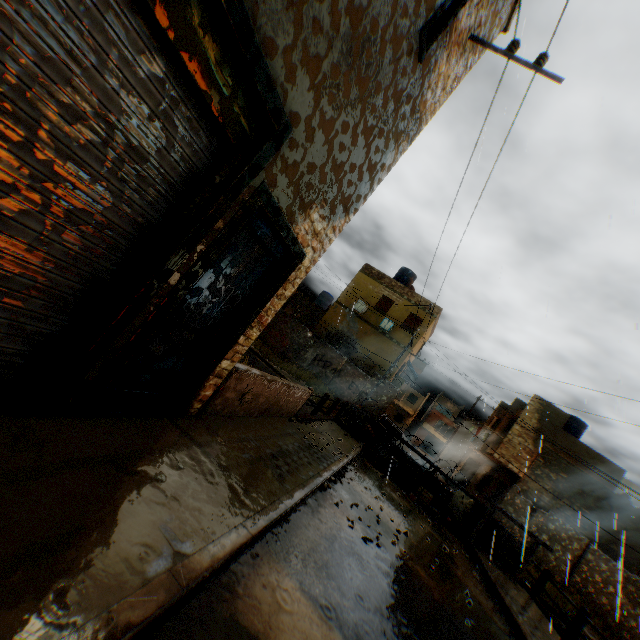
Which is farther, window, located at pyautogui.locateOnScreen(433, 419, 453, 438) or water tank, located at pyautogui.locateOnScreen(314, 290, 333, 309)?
window, located at pyautogui.locateOnScreen(433, 419, 453, 438)

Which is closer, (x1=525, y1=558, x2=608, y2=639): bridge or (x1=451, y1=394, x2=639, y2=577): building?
(x1=525, y1=558, x2=608, y2=639): bridge

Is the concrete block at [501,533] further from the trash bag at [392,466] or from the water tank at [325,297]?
the water tank at [325,297]

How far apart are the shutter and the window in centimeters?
4784cm

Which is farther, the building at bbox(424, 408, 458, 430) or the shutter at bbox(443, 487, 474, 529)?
the building at bbox(424, 408, 458, 430)

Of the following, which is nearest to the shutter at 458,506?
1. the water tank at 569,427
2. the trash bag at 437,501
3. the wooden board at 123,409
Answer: the trash bag at 437,501

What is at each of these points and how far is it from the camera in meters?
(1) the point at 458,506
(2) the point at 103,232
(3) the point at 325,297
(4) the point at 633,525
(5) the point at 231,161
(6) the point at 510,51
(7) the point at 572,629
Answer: (1) shutter, 13.0
(2) rolling overhead door, 2.6
(3) water tank, 35.3
(4) building, 17.8
(5) building, 3.0
(6) electrical contact, 4.7
(7) bridge, 8.5

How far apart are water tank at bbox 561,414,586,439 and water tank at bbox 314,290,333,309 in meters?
22.5
